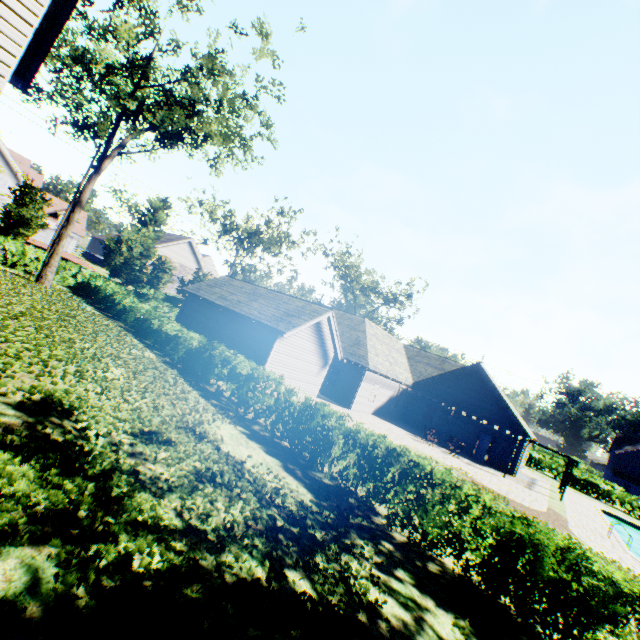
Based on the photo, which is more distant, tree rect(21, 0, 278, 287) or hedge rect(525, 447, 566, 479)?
hedge rect(525, 447, 566, 479)

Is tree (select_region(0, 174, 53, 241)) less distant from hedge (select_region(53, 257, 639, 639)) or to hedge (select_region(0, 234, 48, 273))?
hedge (select_region(0, 234, 48, 273))

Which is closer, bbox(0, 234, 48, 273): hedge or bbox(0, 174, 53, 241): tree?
bbox(0, 234, 48, 273): hedge

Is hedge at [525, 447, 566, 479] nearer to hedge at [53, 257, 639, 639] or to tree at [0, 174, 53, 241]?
tree at [0, 174, 53, 241]

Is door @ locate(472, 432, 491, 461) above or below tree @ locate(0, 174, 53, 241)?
below

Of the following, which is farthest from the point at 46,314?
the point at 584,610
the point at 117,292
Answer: the point at 584,610

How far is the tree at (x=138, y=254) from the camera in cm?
2912

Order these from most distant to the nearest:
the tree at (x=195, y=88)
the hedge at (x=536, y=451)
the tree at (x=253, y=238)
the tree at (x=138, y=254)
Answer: the hedge at (x=536, y=451), the tree at (x=253, y=238), the tree at (x=138, y=254), the tree at (x=195, y=88)
